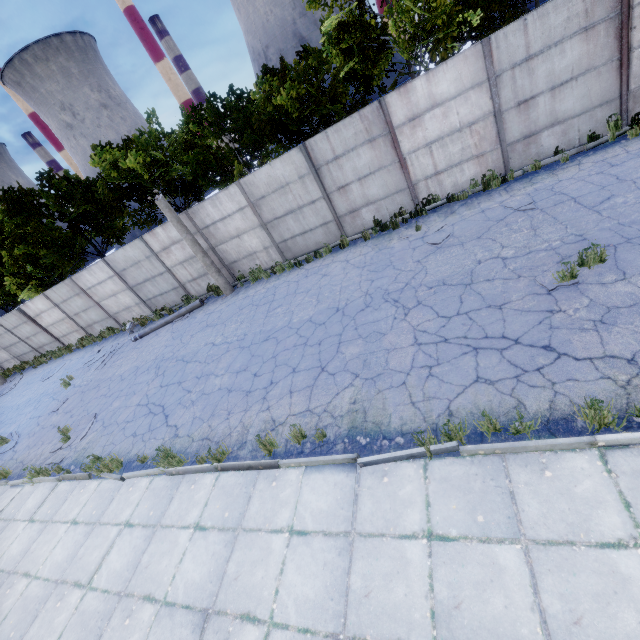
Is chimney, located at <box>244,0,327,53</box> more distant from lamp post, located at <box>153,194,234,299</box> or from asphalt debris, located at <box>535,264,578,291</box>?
asphalt debris, located at <box>535,264,578,291</box>

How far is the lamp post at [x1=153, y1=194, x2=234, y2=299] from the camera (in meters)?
12.36

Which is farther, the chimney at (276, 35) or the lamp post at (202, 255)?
the chimney at (276, 35)

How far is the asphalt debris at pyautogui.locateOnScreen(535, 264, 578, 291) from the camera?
5.8 meters

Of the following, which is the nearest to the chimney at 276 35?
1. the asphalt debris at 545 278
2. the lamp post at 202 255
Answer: the lamp post at 202 255

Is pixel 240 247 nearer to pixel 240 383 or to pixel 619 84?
pixel 240 383

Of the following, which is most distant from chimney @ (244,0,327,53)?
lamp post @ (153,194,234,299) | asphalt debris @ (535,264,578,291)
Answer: asphalt debris @ (535,264,578,291)

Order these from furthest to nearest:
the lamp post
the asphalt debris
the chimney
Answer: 1. the chimney
2. the lamp post
3. the asphalt debris
